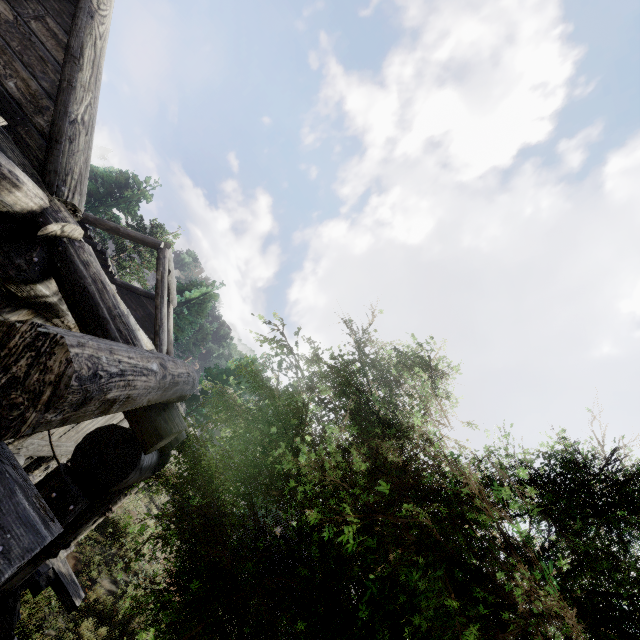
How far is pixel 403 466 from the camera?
5.0 meters
